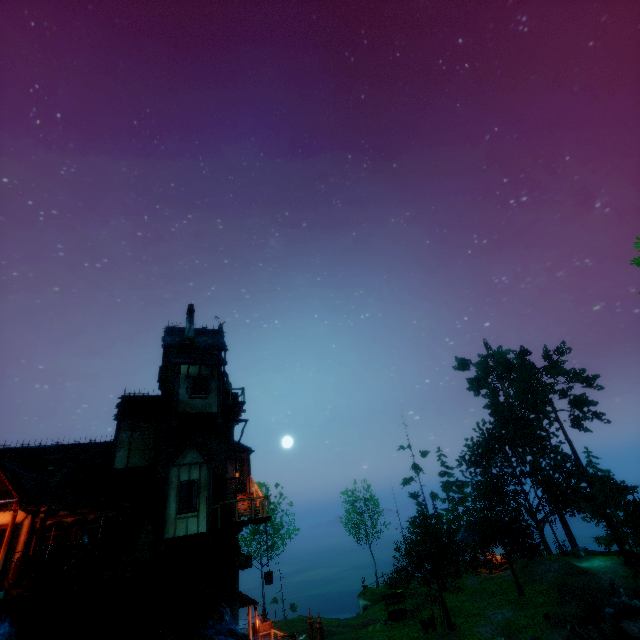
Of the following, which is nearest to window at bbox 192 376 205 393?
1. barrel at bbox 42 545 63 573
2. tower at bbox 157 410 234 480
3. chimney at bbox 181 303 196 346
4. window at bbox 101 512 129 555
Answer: tower at bbox 157 410 234 480

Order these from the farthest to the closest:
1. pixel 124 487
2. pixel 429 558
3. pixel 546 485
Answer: pixel 546 485 < pixel 429 558 < pixel 124 487

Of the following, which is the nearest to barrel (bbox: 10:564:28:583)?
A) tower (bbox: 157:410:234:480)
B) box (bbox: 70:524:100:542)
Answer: box (bbox: 70:524:100:542)

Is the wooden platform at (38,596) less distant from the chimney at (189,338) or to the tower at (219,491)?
the tower at (219,491)

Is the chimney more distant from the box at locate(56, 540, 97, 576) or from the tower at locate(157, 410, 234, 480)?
the box at locate(56, 540, 97, 576)

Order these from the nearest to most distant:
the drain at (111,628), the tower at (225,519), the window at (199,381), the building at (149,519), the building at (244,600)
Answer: the drain at (111,628)
the building at (149,519)
the tower at (225,519)
the window at (199,381)
the building at (244,600)

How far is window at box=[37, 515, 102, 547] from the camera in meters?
13.6 m

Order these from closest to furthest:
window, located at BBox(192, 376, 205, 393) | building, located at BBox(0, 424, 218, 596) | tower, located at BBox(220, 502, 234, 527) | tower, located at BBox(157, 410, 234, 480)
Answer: building, located at BBox(0, 424, 218, 596)
tower, located at BBox(220, 502, 234, 527)
tower, located at BBox(157, 410, 234, 480)
window, located at BBox(192, 376, 205, 393)
